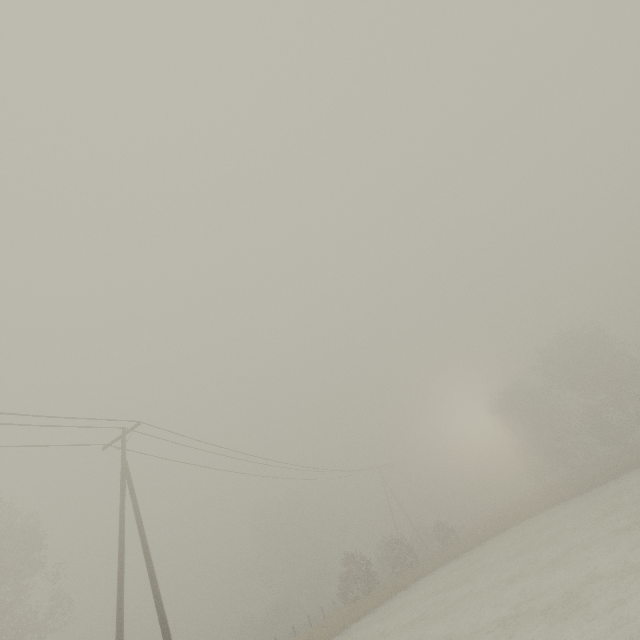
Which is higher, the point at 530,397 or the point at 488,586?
the point at 530,397
